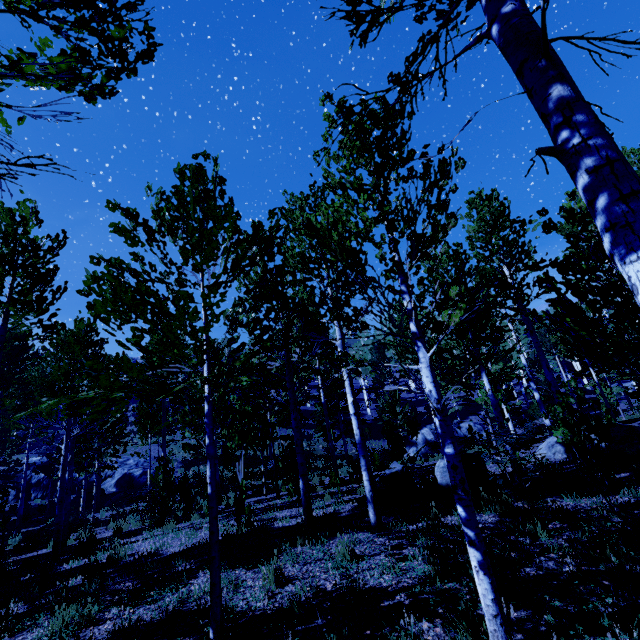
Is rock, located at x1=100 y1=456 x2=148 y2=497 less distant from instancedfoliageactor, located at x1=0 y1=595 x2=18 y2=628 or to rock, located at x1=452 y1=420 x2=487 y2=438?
instancedfoliageactor, located at x1=0 y1=595 x2=18 y2=628

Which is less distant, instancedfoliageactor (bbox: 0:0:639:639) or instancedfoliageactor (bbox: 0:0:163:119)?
instancedfoliageactor (bbox: 0:0:163:119)

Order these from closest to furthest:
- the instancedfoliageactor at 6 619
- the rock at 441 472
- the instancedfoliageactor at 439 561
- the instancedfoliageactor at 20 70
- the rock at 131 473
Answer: the instancedfoliageactor at 20 70 < the instancedfoliageactor at 439 561 < the instancedfoliageactor at 6 619 < the rock at 441 472 < the rock at 131 473

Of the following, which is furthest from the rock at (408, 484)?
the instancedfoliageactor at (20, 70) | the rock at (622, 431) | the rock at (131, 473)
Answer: the rock at (131, 473)

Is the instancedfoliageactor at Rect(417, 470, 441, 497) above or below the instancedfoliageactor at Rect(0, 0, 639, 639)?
below

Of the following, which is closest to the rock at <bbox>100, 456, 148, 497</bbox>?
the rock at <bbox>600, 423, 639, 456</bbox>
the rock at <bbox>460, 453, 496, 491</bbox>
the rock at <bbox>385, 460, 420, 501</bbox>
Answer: the rock at <bbox>385, 460, 420, 501</bbox>

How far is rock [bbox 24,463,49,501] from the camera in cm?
2603

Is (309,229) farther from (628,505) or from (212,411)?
(628,505)
